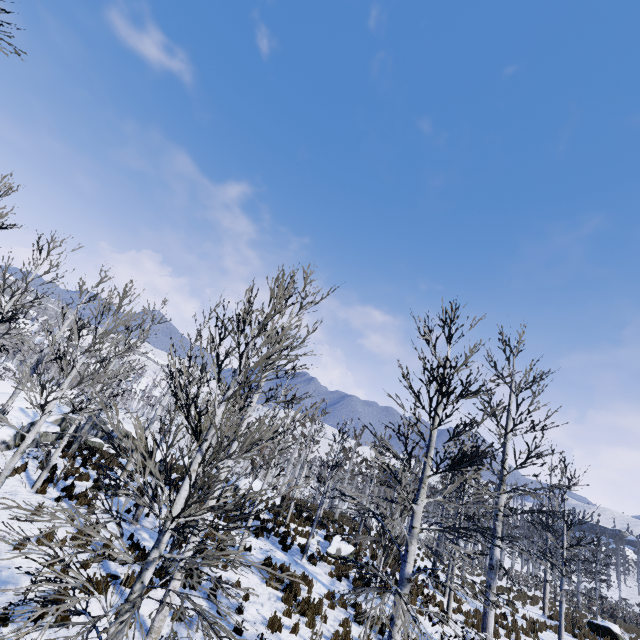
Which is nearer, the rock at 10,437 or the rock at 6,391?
the rock at 10,437

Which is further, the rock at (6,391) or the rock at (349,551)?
the rock at (6,391)

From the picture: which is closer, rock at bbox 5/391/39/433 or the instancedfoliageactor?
the instancedfoliageactor

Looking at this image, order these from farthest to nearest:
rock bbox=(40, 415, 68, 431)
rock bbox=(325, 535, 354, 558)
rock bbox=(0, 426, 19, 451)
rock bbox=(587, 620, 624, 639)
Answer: rock bbox=(40, 415, 68, 431) → rock bbox=(587, 620, 624, 639) → rock bbox=(325, 535, 354, 558) → rock bbox=(0, 426, 19, 451)

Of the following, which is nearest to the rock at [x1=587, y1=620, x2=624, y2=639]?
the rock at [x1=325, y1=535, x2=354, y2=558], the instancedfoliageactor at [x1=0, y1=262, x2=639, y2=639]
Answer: the instancedfoliageactor at [x1=0, y1=262, x2=639, y2=639]

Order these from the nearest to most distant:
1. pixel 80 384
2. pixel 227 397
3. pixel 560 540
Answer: pixel 227 397, pixel 80 384, pixel 560 540

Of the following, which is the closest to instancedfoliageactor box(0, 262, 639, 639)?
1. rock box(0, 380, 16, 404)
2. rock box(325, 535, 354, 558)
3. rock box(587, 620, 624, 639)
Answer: rock box(325, 535, 354, 558)

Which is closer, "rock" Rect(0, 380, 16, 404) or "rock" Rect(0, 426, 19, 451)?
"rock" Rect(0, 426, 19, 451)
